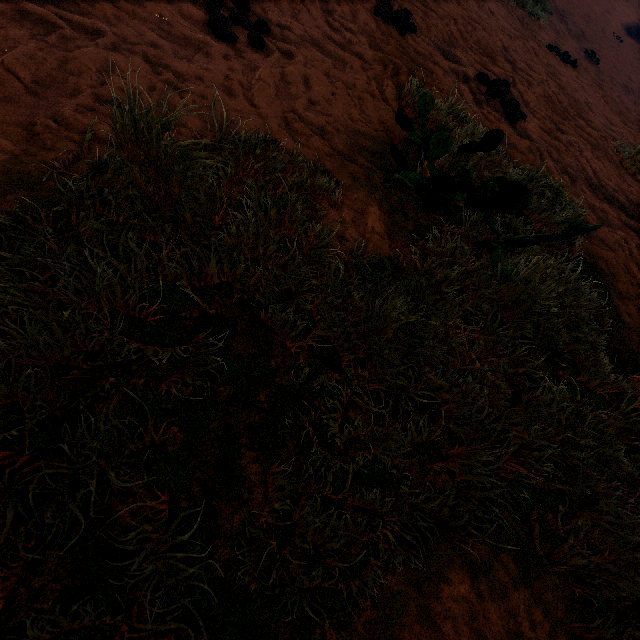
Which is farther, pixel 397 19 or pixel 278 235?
pixel 397 19
